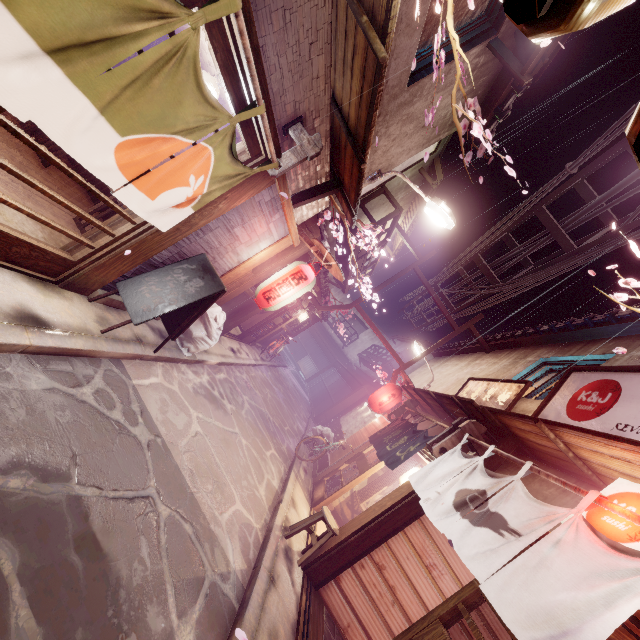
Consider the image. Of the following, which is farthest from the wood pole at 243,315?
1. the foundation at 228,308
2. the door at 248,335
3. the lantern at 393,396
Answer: the lantern at 393,396

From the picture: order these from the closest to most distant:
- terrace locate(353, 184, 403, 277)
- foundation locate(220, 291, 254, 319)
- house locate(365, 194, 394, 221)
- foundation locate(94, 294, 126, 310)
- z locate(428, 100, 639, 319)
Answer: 1. foundation locate(94, 294, 126, 310)
2. z locate(428, 100, 639, 319)
3. foundation locate(220, 291, 254, 319)
4. terrace locate(353, 184, 403, 277)
5. house locate(365, 194, 394, 221)

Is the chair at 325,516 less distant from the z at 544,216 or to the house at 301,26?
the house at 301,26

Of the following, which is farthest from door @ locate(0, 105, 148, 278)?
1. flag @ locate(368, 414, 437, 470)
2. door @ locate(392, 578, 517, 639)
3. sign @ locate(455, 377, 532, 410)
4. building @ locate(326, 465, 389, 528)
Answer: sign @ locate(455, 377, 532, 410)

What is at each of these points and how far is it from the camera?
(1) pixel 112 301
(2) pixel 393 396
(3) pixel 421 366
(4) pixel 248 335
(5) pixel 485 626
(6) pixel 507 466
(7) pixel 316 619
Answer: (1) foundation, 8.0m
(2) lantern, 18.5m
(3) house, 31.2m
(4) door, 21.1m
(5) building, 9.1m
(6) house, 8.8m
(7) wood bar, 8.3m

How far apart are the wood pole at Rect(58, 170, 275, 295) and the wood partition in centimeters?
1392cm

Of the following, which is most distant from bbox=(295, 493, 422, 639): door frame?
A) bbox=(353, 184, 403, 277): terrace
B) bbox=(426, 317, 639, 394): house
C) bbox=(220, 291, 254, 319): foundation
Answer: bbox=(353, 184, 403, 277): terrace

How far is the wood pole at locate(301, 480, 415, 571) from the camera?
9.41m
